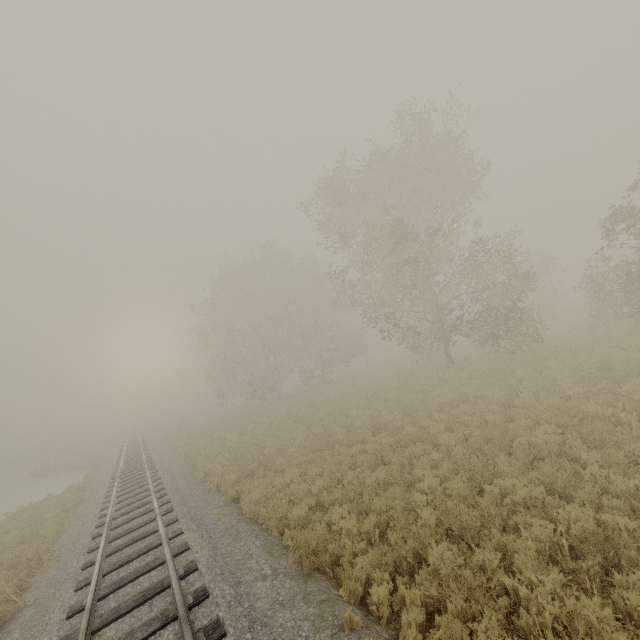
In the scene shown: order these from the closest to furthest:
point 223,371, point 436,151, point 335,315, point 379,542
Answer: point 379,542 < point 436,151 < point 223,371 < point 335,315
